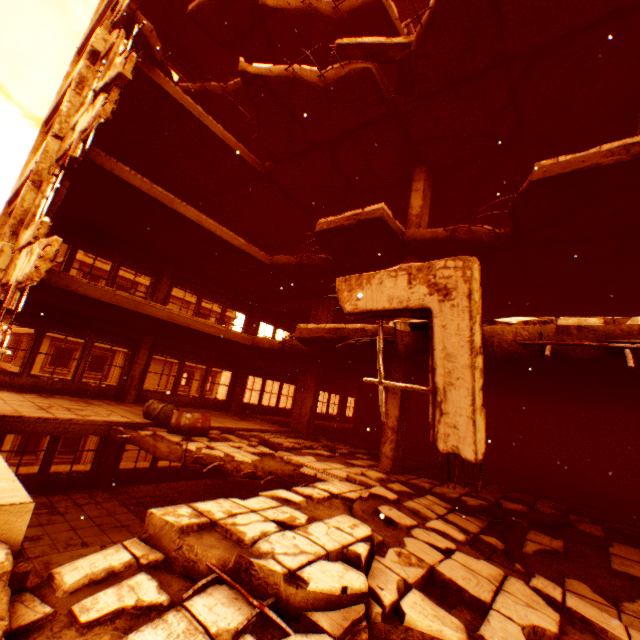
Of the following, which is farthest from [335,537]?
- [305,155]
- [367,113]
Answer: [305,155]

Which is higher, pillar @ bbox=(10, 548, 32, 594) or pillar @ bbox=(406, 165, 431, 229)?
pillar @ bbox=(406, 165, 431, 229)

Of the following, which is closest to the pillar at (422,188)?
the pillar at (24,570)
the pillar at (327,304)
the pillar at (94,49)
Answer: the pillar at (327,304)

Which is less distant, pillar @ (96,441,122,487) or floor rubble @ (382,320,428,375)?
floor rubble @ (382,320,428,375)

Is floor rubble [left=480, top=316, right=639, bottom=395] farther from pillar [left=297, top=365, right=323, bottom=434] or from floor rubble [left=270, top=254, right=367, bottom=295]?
floor rubble [left=270, top=254, right=367, bottom=295]

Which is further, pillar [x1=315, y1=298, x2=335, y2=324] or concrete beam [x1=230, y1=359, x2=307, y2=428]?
pillar [x1=315, y1=298, x2=335, y2=324]

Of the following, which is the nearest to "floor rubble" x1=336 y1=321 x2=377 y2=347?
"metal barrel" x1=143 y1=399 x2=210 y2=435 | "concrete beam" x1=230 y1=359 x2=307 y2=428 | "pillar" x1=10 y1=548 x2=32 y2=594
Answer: "concrete beam" x1=230 y1=359 x2=307 y2=428

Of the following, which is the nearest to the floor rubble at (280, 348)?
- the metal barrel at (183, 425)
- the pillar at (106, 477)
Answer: the metal barrel at (183, 425)
